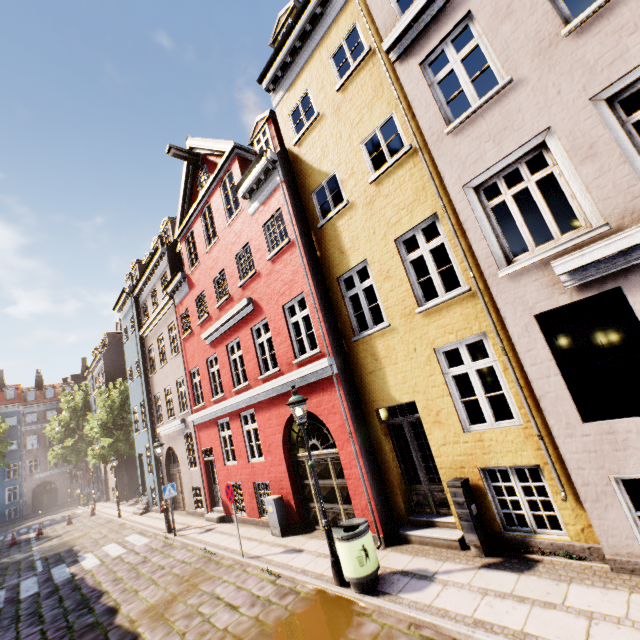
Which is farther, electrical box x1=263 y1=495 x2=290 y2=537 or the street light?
electrical box x1=263 y1=495 x2=290 y2=537

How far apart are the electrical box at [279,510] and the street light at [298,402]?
3.71m

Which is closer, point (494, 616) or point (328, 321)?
point (494, 616)

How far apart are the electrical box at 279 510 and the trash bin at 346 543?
3.91m

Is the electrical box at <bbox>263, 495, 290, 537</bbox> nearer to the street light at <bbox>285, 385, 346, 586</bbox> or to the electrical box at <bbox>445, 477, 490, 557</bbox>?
the street light at <bbox>285, 385, 346, 586</bbox>

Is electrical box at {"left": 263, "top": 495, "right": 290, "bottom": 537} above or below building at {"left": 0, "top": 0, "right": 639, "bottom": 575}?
below

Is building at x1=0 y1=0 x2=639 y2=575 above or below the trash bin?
above

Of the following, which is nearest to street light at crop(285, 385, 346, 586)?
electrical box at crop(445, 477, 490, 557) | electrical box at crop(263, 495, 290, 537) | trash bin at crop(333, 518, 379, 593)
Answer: trash bin at crop(333, 518, 379, 593)
